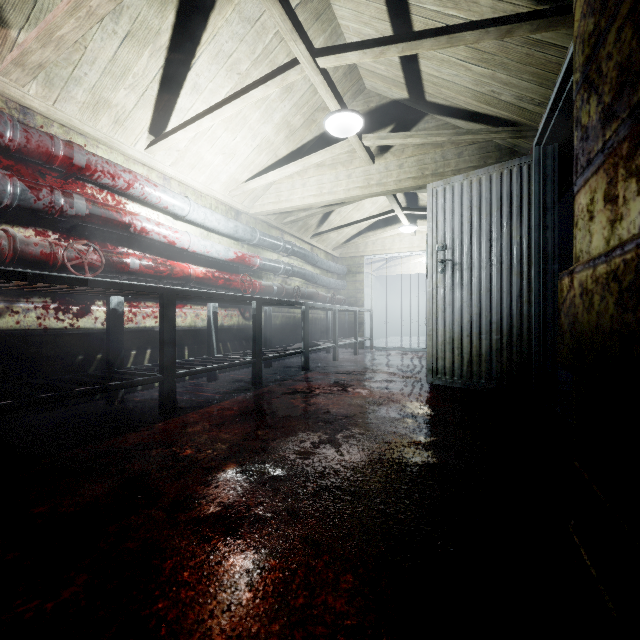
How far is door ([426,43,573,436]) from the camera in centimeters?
238cm

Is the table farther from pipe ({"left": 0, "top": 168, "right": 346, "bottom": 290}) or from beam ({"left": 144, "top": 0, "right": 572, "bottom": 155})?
beam ({"left": 144, "top": 0, "right": 572, "bottom": 155})

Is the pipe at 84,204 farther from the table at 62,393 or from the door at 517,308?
the door at 517,308

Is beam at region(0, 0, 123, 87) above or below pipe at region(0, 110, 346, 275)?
above

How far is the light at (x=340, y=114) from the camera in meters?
2.5

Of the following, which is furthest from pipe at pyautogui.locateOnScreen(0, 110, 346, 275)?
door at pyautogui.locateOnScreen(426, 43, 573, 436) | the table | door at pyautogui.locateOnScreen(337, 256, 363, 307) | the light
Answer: door at pyautogui.locateOnScreen(426, 43, 573, 436)

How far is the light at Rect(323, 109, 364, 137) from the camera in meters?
2.5

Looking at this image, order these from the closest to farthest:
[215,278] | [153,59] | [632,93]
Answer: [632,93], [153,59], [215,278]
